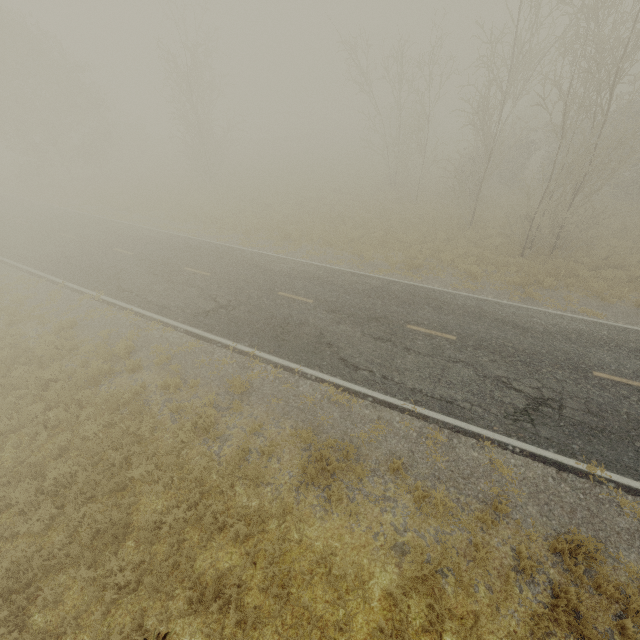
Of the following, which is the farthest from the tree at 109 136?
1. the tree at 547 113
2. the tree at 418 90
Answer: the tree at 547 113

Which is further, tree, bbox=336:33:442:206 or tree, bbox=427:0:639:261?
tree, bbox=336:33:442:206

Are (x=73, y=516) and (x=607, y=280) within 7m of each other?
no

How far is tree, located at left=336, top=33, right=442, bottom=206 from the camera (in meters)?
22.14

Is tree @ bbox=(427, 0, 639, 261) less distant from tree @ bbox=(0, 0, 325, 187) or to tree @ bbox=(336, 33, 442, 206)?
tree @ bbox=(336, 33, 442, 206)

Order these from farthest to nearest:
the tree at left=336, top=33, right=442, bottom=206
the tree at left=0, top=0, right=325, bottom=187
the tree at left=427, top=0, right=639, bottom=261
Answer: the tree at left=0, top=0, right=325, bottom=187 < the tree at left=336, top=33, right=442, bottom=206 < the tree at left=427, top=0, right=639, bottom=261

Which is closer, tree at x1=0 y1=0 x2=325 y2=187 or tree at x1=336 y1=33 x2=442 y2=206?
tree at x1=336 y1=33 x2=442 y2=206
